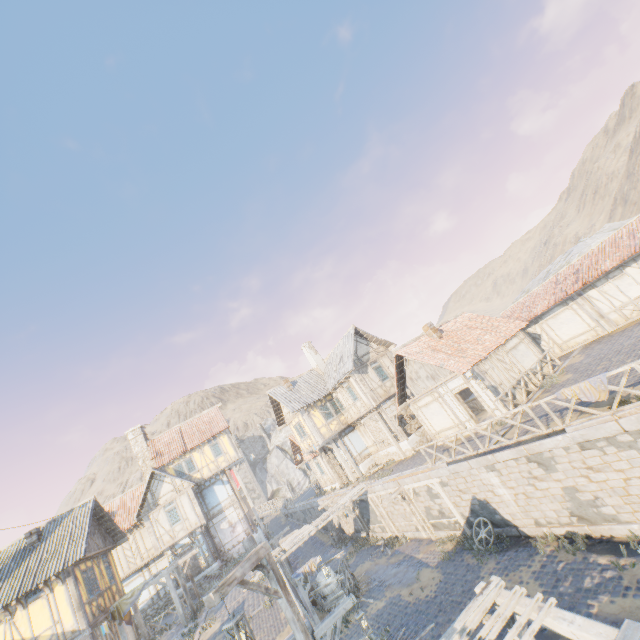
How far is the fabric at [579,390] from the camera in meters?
9.2

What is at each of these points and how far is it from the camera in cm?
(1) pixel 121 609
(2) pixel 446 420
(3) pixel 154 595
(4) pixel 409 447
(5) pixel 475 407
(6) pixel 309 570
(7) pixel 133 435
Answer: (1) fabric, 1755
(2) building, 1878
(3) building, 2541
(4) stone foundation, 2208
(5) wooden box, 2127
(6) fabric, 1522
(7) chimney, 3044

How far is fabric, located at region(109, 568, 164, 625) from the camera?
17.4 meters

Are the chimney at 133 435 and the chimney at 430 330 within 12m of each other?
no

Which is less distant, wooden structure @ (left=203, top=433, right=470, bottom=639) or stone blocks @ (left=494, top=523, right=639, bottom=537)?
wooden structure @ (left=203, top=433, right=470, bottom=639)

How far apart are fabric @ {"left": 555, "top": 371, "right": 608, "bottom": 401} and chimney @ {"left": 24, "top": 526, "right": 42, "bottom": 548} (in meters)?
Result: 25.94

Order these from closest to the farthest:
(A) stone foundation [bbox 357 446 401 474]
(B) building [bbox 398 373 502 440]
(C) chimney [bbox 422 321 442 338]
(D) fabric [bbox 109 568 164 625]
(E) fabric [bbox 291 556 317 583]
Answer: (E) fabric [bbox 291 556 317 583] < (B) building [bbox 398 373 502 440] < (D) fabric [bbox 109 568 164 625] < (C) chimney [bbox 422 321 442 338] < (A) stone foundation [bbox 357 446 401 474]

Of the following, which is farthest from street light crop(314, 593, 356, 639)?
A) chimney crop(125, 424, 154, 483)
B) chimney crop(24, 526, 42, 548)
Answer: chimney crop(125, 424, 154, 483)
